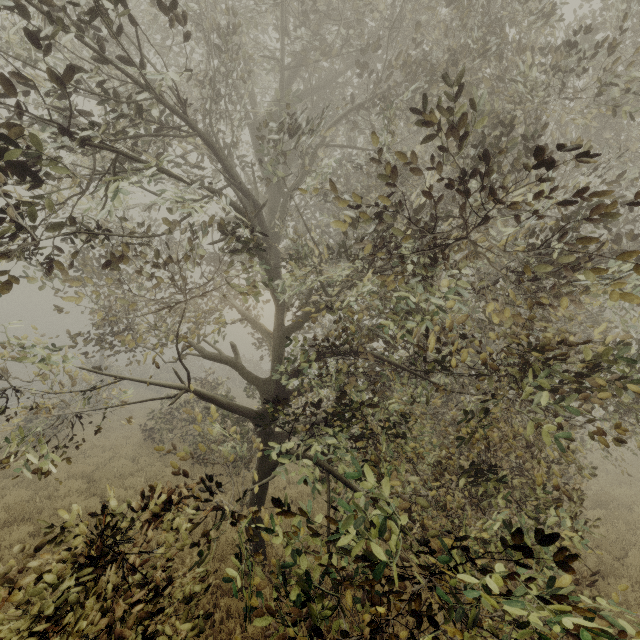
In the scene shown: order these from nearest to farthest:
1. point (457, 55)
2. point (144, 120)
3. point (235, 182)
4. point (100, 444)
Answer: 1. point (144, 120)
2. point (235, 182)
3. point (457, 55)
4. point (100, 444)
